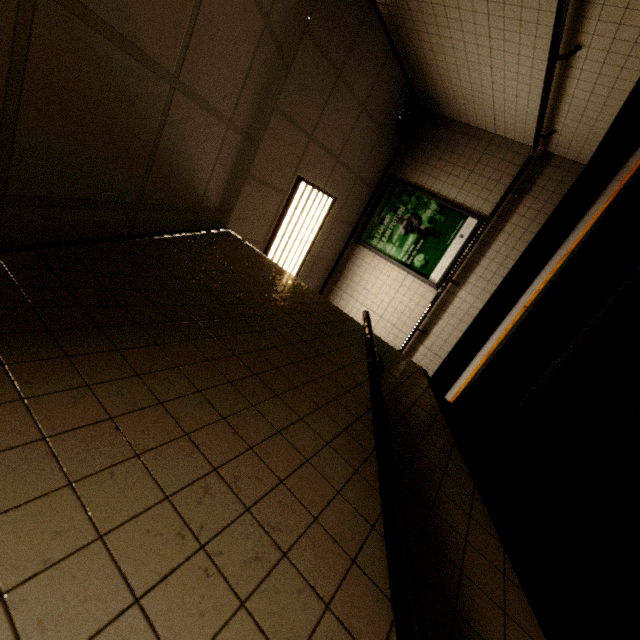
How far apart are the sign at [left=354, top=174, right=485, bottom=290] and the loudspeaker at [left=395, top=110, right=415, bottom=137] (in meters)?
0.69

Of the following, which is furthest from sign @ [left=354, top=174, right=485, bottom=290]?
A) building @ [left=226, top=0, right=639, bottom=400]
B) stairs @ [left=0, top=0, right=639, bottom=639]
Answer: stairs @ [left=0, top=0, right=639, bottom=639]

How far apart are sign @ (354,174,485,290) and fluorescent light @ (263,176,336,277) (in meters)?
1.06

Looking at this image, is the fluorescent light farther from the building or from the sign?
the sign

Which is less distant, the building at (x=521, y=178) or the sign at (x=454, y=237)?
the building at (x=521, y=178)

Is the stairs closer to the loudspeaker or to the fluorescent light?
the fluorescent light

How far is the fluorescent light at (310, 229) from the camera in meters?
4.3 m

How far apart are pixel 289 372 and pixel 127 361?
0.7m
